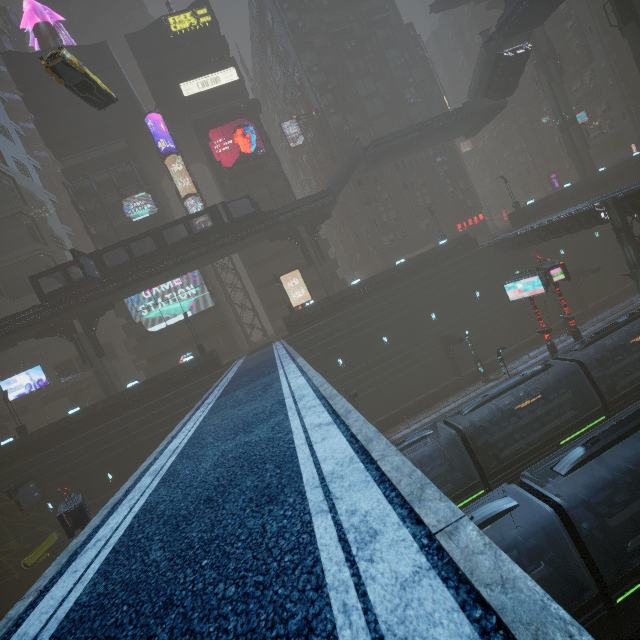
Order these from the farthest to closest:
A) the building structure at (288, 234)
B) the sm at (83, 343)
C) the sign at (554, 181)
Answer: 1. the sign at (554, 181)
2. the building structure at (288, 234)
3. the sm at (83, 343)

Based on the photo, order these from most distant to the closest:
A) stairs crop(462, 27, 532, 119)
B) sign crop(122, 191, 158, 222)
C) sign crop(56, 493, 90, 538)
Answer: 1. sign crop(122, 191, 158, 222)
2. stairs crop(462, 27, 532, 119)
3. sign crop(56, 493, 90, 538)

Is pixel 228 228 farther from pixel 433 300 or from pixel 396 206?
pixel 396 206

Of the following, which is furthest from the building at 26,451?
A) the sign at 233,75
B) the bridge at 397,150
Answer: the bridge at 397,150

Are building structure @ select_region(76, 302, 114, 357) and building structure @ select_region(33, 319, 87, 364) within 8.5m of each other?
yes

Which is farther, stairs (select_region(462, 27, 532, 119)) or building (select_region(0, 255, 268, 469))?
stairs (select_region(462, 27, 532, 119))

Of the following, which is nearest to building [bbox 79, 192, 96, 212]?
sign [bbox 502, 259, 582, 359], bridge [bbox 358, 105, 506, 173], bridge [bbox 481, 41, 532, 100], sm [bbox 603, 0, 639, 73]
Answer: sm [bbox 603, 0, 639, 73]
